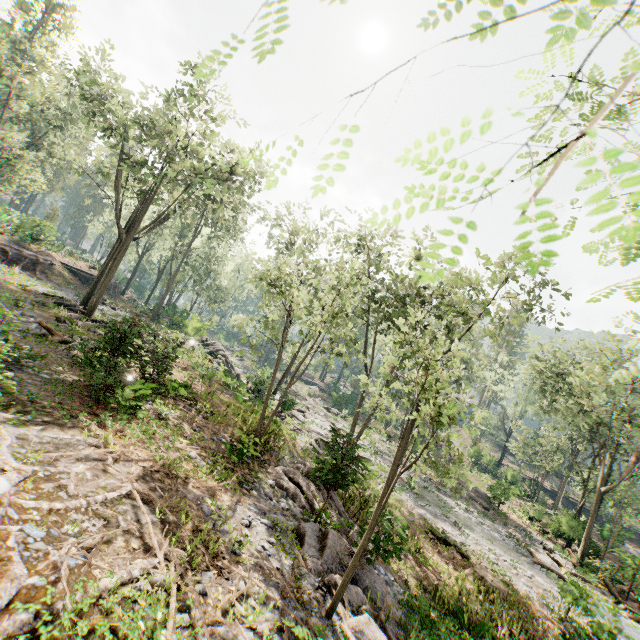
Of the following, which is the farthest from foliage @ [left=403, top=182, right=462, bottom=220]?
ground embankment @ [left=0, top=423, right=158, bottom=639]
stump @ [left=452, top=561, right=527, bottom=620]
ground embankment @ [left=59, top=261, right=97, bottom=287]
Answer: stump @ [left=452, top=561, right=527, bottom=620]

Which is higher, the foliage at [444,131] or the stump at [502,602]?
the foliage at [444,131]

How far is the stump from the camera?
13.0m

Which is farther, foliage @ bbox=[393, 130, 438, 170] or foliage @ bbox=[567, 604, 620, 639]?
foliage @ bbox=[567, 604, 620, 639]

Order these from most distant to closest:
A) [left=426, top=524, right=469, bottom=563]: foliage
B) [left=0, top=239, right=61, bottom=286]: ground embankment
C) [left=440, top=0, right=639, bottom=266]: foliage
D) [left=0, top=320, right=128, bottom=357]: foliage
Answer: [left=0, top=239, right=61, bottom=286]: ground embankment
[left=426, top=524, right=469, bottom=563]: foliage
[left=0, top=320, right=128, bottom=357]: foliage
[left=440, top=0, right=639, bottom=266]: foliage

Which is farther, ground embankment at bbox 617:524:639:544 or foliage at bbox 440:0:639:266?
ground embankment at bbox 617:524:639:544

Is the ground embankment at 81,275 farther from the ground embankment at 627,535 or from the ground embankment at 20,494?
the ground embankment at 627,535

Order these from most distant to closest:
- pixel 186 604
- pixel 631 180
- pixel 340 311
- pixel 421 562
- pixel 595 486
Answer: pixel 595 486
pixel 421 562
pixel 340 311
pixel 186 604
pixel 631 180
